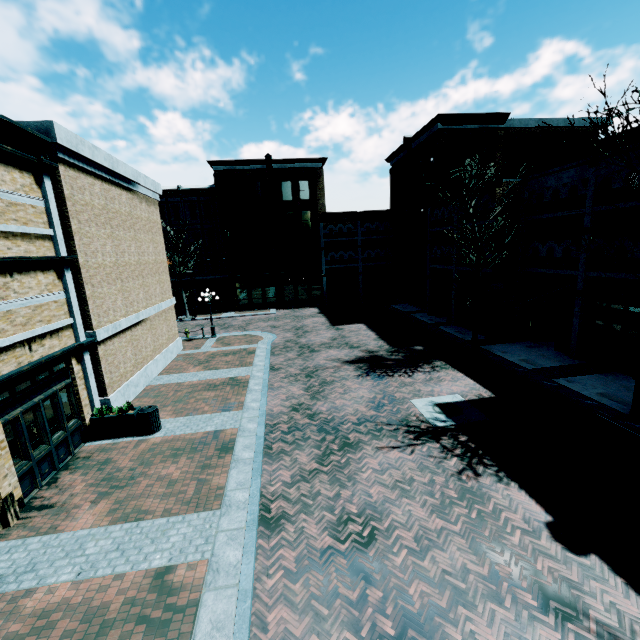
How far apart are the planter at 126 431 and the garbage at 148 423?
0.0m

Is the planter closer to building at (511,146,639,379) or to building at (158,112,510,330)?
building at (511,146,639,379)

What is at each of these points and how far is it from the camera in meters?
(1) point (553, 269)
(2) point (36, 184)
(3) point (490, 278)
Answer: (1) building, 16.4
(2) building, 9.5
(3) building, 18.9

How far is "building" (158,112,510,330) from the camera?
24.2 meters

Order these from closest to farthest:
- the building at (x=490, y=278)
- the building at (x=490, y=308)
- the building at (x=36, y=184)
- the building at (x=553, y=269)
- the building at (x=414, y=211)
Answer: the building at (x=36, y=184) < the building at (x=553, y=269) < the building at (x=490, y=278) < the building at (x=490, y=308) < the building at (x=414, y=211)

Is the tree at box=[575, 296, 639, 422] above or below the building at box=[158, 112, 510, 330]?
below

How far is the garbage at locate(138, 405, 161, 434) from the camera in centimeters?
1093cm

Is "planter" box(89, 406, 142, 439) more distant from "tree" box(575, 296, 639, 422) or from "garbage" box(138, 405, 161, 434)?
"tree" box(575, 296, 639, 422)
